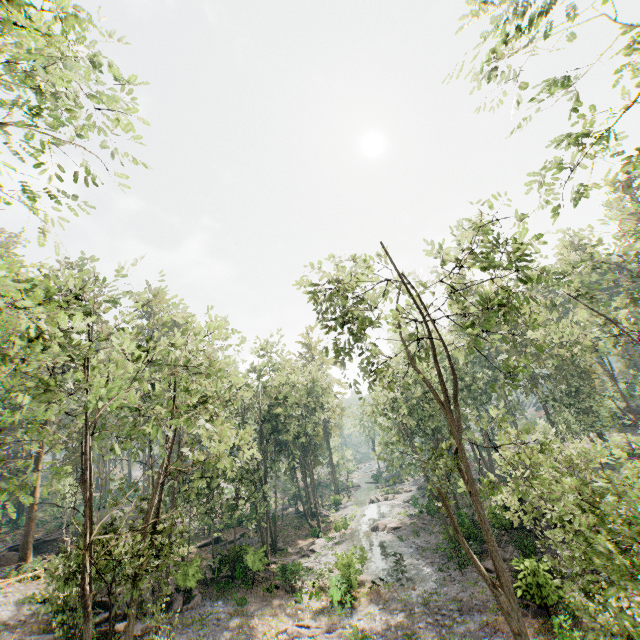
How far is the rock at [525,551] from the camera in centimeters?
1794cm

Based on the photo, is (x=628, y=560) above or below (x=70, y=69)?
below

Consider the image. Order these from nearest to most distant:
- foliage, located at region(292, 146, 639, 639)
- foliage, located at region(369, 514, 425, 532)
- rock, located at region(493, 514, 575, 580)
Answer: foliage, located at region(292, 146, 639, 639), rock, located at region(493, 514, 575, 580), foliage, located at region(369, 514, 425, 532)

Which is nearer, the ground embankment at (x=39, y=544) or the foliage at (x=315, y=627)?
the foliage at (x=315, y=627)

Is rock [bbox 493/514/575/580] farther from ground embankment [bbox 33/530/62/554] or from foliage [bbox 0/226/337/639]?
ground embankment [bbox 33/530/62/554]

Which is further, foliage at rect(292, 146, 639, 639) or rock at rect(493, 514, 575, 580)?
rock at rect(493, 514, 575, 580)
